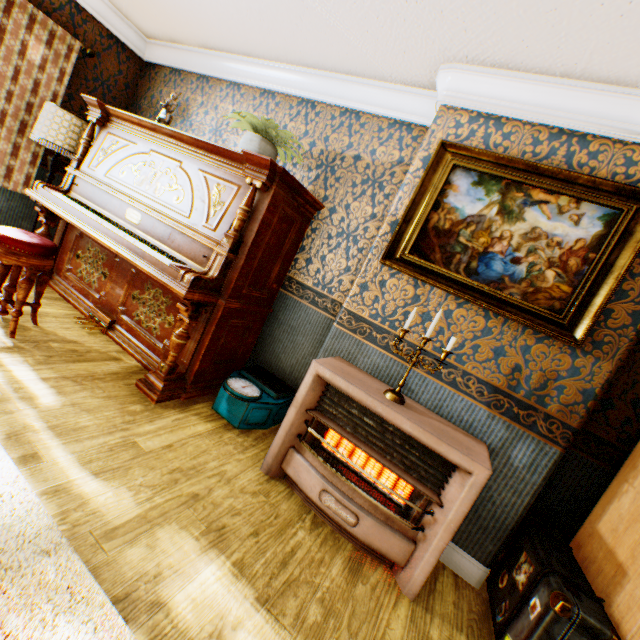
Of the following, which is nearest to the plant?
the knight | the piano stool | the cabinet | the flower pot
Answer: the flower pot

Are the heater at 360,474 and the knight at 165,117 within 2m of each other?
no

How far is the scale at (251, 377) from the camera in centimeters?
263cm

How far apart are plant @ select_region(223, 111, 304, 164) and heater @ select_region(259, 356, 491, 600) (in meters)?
1.89

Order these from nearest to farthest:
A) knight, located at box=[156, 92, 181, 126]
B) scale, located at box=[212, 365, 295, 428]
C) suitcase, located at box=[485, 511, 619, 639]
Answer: suitcase, located at box=[485, 511, 619, 639], scale, located at box=[212, 365, 295, 428], knight, located at box=[156, 92, 181, 126]

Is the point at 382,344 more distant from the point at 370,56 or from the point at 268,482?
the point at 370,56

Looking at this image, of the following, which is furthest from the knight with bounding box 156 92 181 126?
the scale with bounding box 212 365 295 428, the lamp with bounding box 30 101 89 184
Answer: the scale with bounding box 212 365 295 428

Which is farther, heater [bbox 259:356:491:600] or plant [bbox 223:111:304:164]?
plant [bbox 223:111:304:164]
